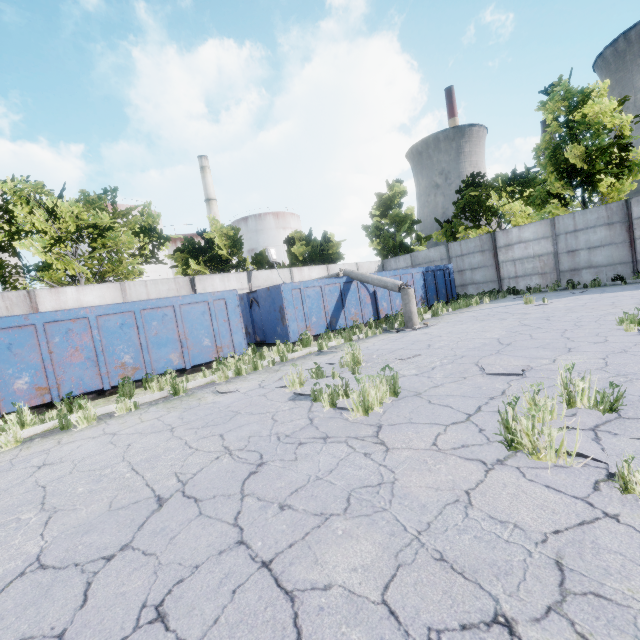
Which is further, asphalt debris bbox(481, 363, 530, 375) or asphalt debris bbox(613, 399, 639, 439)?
asphalt debris bbox(481, 363, 530, 375)

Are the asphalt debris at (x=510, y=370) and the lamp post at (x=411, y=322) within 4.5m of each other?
no

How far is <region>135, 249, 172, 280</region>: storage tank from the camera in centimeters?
4184cm

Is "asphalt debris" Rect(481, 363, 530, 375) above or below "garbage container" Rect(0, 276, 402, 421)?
below

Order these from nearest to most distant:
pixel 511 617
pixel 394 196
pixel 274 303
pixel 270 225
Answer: pixel 511 617 → pixel 274 303 → pixel 394 196 → pixel 270 225

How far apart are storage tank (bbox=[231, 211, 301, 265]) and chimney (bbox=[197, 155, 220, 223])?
5.8m

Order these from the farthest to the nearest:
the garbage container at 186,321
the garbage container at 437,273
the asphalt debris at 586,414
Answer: the garbage container at 437,273 < the garbage container at 186,321 < the asphalt debris at 586,414

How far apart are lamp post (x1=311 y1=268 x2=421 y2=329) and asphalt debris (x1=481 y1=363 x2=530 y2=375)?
5.9m
